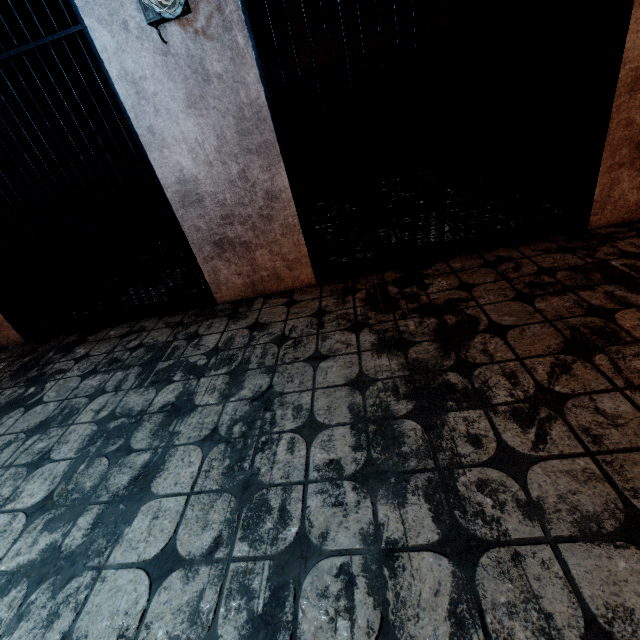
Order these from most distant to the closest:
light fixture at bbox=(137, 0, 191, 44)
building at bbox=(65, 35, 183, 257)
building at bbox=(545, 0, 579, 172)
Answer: building at bbox=(65, 35, 183, 257) < building at bbox=(545, 0, 579, 172) < light fixture at bbox=(137, 0, 191, 44)

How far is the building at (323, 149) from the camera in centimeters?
456cm

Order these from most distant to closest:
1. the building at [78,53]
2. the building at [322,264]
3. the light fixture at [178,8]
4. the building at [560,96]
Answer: the building at [78,53]
the building at [322,264]
the building at [560,96]
the light fixture at [178,8]

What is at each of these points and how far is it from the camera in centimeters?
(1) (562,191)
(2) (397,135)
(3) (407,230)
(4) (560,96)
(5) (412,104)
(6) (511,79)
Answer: (1) building, 284cm
(2) building, 521cm
(3) building, 328cm
(4) building, 265cm
(5) building, 498cm
(6) building, 331cm

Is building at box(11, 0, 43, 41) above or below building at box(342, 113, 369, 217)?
above

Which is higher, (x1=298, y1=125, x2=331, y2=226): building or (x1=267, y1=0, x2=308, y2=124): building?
(x1=267, y1=0, x2=308, y2=124): building
